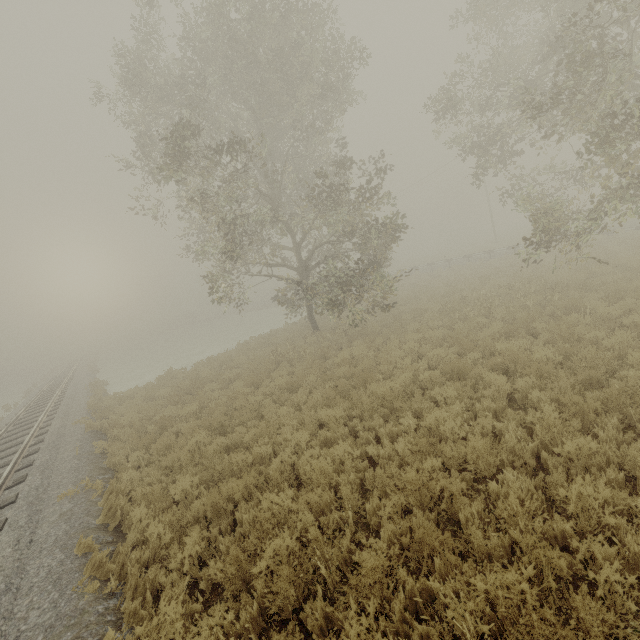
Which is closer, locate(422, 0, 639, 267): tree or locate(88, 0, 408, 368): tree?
locate(422, 0, 639, 267): tree

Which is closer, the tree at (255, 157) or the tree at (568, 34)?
the tree at (568, 34)

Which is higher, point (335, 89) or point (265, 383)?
point (335, 89)
